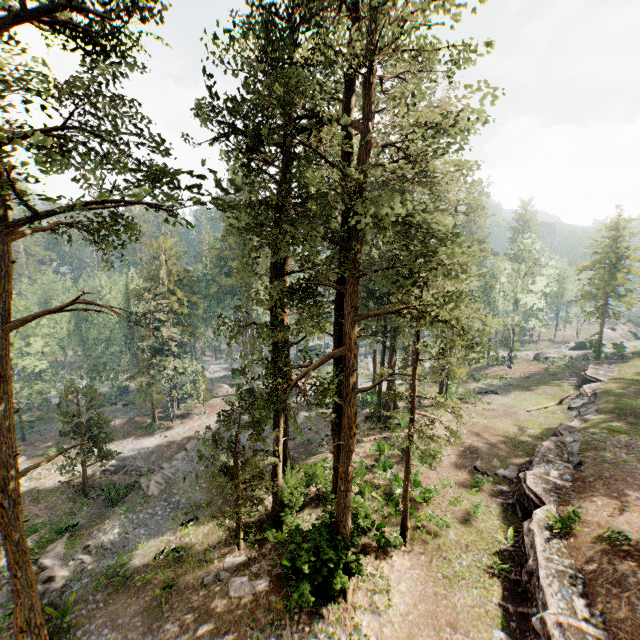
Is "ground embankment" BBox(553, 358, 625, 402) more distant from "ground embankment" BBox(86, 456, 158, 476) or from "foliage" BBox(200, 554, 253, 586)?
"ground embankment" BBox(86, 456, 158, 476)

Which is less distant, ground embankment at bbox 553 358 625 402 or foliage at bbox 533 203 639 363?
ground embankment at bbox 553 358 625 402

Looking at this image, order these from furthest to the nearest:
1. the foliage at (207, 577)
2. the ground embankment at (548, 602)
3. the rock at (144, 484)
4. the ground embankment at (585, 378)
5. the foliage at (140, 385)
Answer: the ground embankment at (585, 378), the rock at (144, 484), the foliage at (207, 577), the ground embankment at (548, 602), the foliage at (140, 385)

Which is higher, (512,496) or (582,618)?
(582,618)

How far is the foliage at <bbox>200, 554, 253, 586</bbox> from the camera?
15.78m

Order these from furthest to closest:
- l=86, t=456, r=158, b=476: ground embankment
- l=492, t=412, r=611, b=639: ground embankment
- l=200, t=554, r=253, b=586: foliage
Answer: l=86, t=456, r=158, b=476: ground embankment, l=200, t=554, r=253, b=586: foliage, l=492, t=412, r=611, b=639: ground embankment

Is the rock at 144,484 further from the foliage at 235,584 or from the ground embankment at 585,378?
the ground embankment at 585,378
